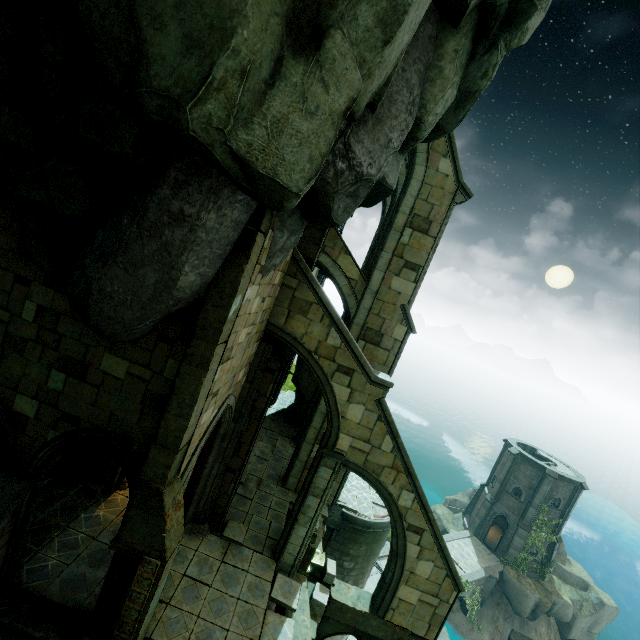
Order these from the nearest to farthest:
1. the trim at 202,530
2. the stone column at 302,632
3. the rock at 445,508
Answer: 1. the stone column at 302,632
2. the trim at 202,530
3. the rock at 445,508

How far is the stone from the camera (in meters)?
6.68

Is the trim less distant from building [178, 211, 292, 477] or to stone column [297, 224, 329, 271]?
building [178, 211, 292, 477]

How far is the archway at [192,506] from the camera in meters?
7.8 m

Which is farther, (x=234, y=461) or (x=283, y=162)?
(x=234, y=461)

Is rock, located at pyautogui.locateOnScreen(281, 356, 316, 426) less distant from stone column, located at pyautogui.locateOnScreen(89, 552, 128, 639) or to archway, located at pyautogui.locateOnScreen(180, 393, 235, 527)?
archway, located at pyautogui.locateOnScreen(180, 393, 235, 527)

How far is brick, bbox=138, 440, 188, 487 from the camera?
6.7 meters

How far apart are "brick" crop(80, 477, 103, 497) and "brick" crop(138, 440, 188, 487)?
6.12m
